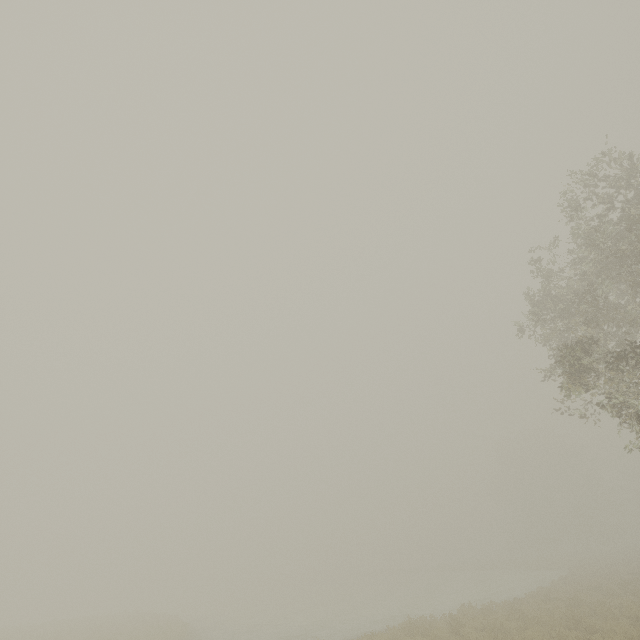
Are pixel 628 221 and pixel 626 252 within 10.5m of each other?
yes
